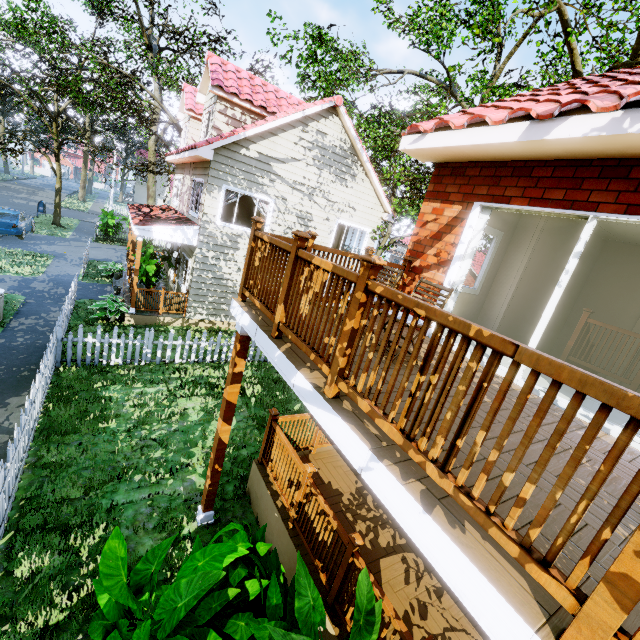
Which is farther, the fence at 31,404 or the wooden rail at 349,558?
the fence at 31,404

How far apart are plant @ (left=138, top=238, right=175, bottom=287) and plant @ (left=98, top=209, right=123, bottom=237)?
11.8 meters

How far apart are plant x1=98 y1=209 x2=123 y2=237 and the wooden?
23.0 meters

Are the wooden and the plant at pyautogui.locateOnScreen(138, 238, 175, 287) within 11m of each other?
yes

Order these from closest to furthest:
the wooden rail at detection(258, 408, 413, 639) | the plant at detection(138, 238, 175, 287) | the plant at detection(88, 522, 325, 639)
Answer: the plant at detection(88, 522, 325, 639) → the wooden rail at detection(258, 408, 413, 639) → the plant at detection(138, 238, 175, 287)

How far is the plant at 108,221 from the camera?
22.0 meters

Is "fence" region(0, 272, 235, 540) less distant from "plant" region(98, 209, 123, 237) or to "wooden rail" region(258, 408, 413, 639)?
"plant" region(98, 209, 123, 237)

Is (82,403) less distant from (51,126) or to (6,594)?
(6,594)
